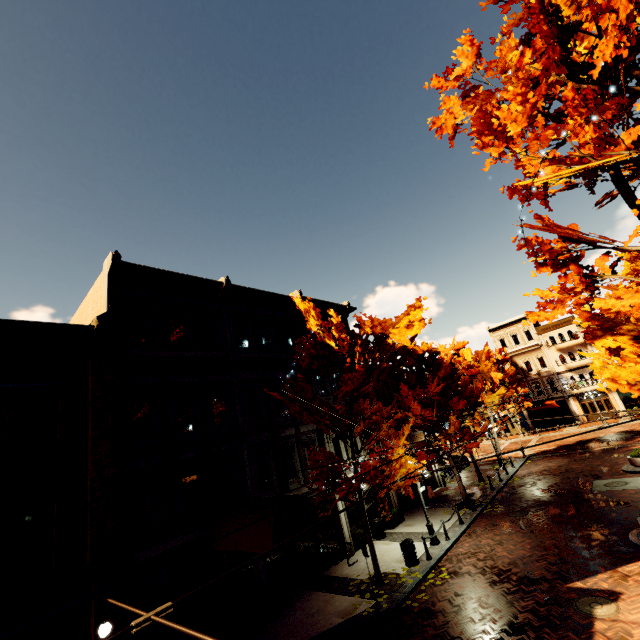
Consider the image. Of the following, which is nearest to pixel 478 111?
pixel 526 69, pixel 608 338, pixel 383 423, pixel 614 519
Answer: pixel 526 69

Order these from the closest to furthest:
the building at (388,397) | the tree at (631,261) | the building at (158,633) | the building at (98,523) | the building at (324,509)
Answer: the tree at (631,261), the building at (98,523), the building at (158,633), the building at (324,509), the building at (388,397)

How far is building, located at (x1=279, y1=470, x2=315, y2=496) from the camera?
15.1 meters

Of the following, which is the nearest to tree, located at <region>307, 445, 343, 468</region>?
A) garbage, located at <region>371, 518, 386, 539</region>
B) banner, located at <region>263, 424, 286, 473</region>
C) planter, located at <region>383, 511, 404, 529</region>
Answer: banner, located at <region>263, 424, 286, 473</region>

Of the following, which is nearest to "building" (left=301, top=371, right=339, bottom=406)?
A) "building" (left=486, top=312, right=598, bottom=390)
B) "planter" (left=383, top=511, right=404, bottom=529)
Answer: "planter" (left=383, top=511, right=404, bottom=529)

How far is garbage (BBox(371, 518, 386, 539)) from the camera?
17.0m

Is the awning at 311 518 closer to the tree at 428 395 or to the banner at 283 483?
the tree at 428 395
